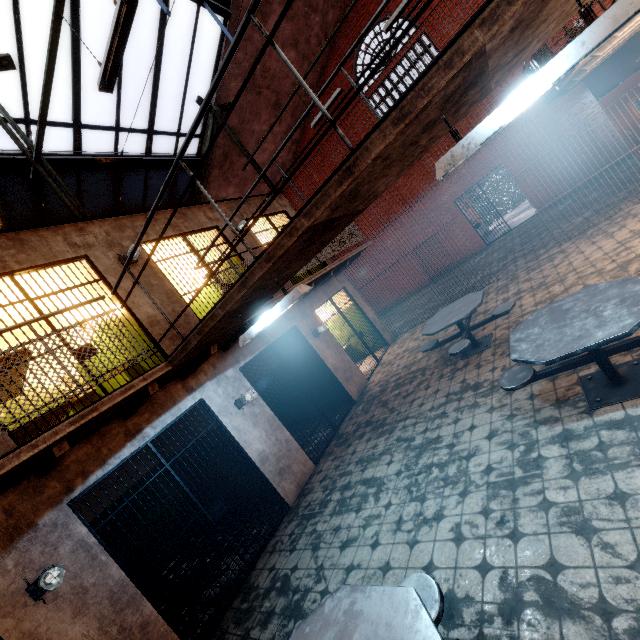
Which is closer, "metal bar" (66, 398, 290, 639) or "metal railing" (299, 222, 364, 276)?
"metal bar" (66, 398, 290, 639)

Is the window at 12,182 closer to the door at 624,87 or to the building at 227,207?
the building at 227,207

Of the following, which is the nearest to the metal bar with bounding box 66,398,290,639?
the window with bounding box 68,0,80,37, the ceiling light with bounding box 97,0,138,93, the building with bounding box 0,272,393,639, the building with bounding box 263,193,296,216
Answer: the building with bounding box 0,272,393,639

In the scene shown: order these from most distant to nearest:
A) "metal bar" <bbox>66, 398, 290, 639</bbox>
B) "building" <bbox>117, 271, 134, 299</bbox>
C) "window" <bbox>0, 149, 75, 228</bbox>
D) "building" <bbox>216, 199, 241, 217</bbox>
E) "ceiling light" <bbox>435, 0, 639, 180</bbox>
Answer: "building" <bbox>216, 199, 241, 217</bbox> → "window" <bbox>0, 149, 75, 228</bbox> → "building" <bbox>117, 271, 134, 299</bbox> → "metal bar" <bbox>66, 398, 290, 639</bbox> → "ceiling light" <bbox>435, 0, 639, 180</bbox>

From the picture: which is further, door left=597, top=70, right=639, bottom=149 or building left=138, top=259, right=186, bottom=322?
door left=597, top=70, right=639, bottom=149

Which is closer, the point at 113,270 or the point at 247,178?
the point at 113,270

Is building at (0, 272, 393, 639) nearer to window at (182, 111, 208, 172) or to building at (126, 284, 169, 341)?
building at (126, 284, 169, 341)

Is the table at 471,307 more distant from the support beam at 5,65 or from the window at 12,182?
the window at 12,182
